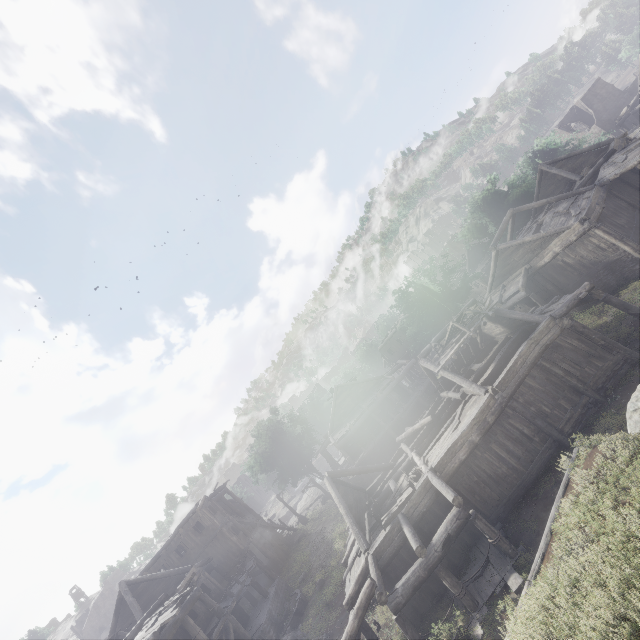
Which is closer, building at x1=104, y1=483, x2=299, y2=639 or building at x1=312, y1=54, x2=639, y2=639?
building at x1=312, y1=54, x2=639, y2=639

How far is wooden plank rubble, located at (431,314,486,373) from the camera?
17.2 meters

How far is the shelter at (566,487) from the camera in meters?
6.9

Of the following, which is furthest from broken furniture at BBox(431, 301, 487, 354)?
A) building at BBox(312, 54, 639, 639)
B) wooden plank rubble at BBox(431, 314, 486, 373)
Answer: building at BBox(312, 54, 639, 639)

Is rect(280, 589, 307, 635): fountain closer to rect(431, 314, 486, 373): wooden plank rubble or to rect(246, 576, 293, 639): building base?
rect(246, 576, 293, 639): building base

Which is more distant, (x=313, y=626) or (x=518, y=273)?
(x=518, y=273)

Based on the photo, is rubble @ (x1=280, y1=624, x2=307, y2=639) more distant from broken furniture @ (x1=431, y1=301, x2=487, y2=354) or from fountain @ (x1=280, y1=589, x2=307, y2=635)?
broken furniture @ (x1=431, y1=301, x2=487, y2=354)

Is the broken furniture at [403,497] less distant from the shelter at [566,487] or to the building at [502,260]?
the building at [502,260]
